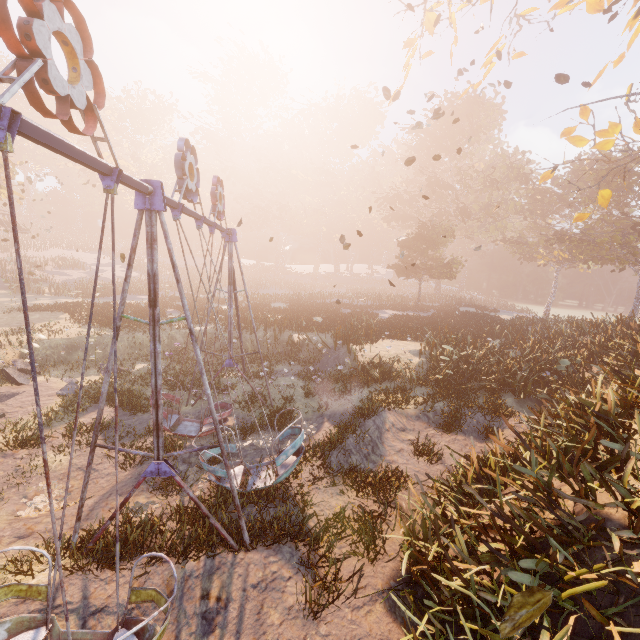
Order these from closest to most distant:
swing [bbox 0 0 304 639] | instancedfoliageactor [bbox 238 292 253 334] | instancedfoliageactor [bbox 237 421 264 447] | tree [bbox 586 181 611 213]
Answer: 1. swing [bbox 0 0 304 639]
2. instancedfoliageactor [bbox 237 421 264 447]
3. tree [bbox 586 181 611 213]
4. instancedfoliageactor [bbox 238 292 253 334]

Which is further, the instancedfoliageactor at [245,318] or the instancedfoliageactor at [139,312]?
the instancedfoliageactor at [139,312]

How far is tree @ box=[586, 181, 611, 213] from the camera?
→ 11.8 meters

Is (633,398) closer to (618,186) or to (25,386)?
(25,386)

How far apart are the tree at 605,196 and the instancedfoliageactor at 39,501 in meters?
18.4 m

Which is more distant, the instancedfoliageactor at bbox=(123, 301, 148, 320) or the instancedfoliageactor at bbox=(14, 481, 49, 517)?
the instancedfoliageactor at bbox=(123, 301, 148, 320)

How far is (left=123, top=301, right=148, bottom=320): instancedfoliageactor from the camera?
21.6m

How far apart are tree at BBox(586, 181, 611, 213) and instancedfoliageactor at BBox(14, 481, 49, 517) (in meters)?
18.36
